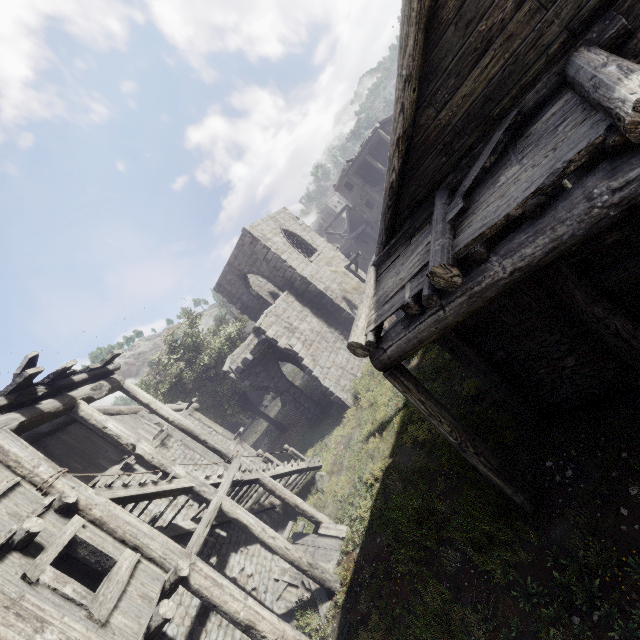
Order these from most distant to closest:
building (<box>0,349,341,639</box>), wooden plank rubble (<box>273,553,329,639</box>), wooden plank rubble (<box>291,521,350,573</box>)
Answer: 1. wooden plank rubble (<box>291,521,350,573</box>)
2. wooden plank rubble (<box>273,553,329,639</box>)
3. building (<box>0,349,341,639</box>)

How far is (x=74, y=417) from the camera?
11.2 meters

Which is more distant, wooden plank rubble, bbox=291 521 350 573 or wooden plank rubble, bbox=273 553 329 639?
wooden plank rubble, bbox=291 521 350 573

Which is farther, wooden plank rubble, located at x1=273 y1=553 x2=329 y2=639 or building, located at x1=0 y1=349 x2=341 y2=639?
wooden plank rubble, located at x1=273 y1=553 x2=329 y2=639

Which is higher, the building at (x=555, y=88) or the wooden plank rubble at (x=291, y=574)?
the building at (x=555, y=88)

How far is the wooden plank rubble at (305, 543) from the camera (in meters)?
10.47

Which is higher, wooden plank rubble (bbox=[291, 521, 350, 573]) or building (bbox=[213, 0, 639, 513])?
building (bbox=[213, 0, 639, 513])
